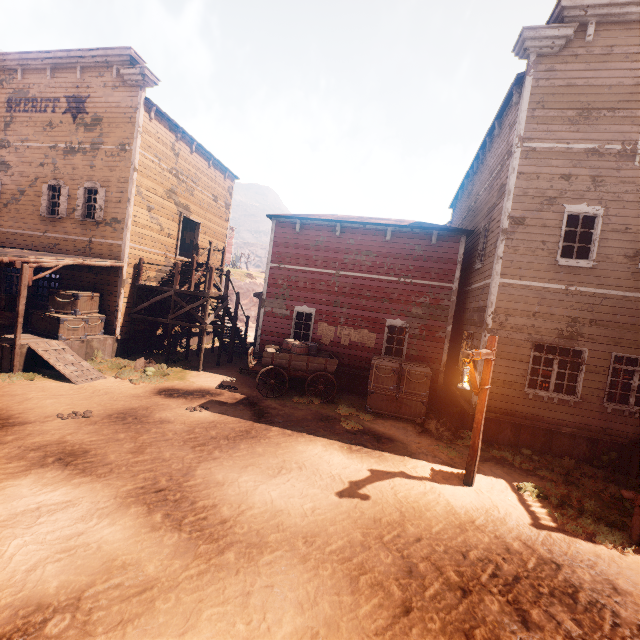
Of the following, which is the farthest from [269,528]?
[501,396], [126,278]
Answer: [126,278]

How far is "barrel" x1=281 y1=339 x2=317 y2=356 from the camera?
11.8 meters

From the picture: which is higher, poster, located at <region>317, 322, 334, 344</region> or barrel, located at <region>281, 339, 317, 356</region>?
poster, located at <region>317, 322, 334, 344</region>

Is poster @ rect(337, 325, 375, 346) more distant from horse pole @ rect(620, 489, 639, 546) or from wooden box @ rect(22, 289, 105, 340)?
wooden box @ rect(22, 289, 105, 340)

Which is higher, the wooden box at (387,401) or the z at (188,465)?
the wooden box at (387,401)

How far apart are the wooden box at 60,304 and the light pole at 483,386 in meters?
13.1

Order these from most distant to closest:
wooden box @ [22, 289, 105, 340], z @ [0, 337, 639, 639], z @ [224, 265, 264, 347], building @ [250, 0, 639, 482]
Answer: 1. z @ [224, 265, 264, 347]
2. wooden box @ [22, 289, 105, 340]
3. building @ [250, 0, 639, 482]
4. z @ [0, 337, 639, 639]

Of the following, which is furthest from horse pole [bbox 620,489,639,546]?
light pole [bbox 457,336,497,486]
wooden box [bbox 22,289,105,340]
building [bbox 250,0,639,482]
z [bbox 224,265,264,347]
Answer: wooden box [bbox 22,289,105,340]
